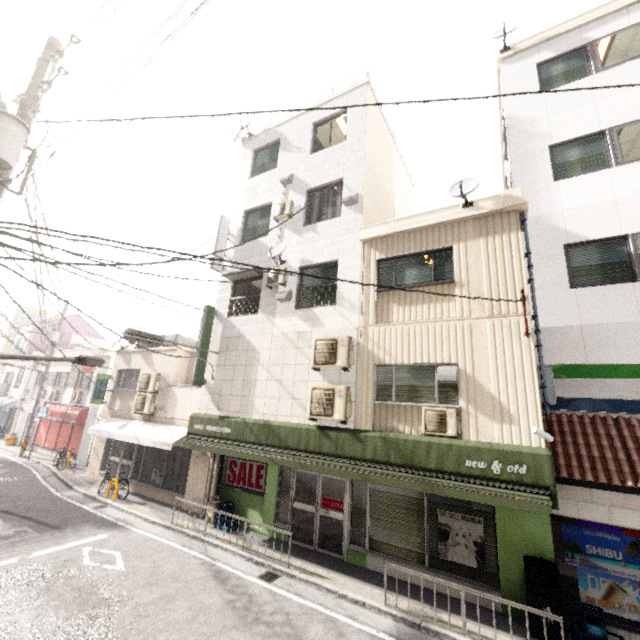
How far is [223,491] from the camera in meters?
11.0

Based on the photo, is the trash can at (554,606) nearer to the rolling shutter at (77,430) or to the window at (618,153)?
the window at (618,153)

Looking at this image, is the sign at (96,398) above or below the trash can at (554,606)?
A: above

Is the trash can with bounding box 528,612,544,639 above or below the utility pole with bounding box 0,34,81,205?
below

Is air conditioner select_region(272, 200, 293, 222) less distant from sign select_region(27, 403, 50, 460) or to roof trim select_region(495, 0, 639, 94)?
roof trim select_region(495, 0, 639, 94)

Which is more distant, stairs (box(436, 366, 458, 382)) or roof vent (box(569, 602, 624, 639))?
stairs (box(436, 366, 458, 382))

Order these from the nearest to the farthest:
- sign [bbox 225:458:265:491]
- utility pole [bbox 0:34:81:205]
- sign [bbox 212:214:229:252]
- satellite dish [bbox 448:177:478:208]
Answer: utility pole [bbox 0:34:81:205]
satellite dish [bbox 448:177:478:208]
sign [bbox 225:458:265:491]
sign [bbox 212:214:229:252]

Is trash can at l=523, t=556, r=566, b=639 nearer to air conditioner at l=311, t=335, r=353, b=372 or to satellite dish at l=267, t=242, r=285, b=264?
air conditioner at l=311, t=335, r=353, b=372
